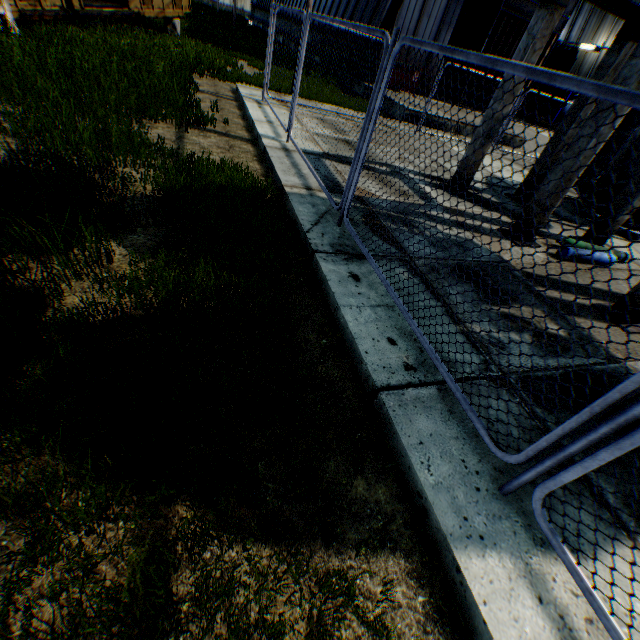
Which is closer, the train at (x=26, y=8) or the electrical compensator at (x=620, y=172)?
the electrical compensator at (x=620, y=172)

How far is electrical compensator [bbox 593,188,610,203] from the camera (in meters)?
8.34

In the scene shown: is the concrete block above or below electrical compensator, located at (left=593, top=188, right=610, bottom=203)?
below

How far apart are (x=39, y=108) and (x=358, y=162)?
5.6 meters

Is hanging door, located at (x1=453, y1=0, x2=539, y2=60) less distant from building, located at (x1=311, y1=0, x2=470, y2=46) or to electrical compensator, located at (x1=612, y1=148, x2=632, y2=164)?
building, located at (x1=311, y1=0, x2=470, y2=46)

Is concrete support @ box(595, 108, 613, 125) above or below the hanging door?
below

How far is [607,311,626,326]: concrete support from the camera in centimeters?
448cm

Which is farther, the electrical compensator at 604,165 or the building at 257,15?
the building at 257,15
